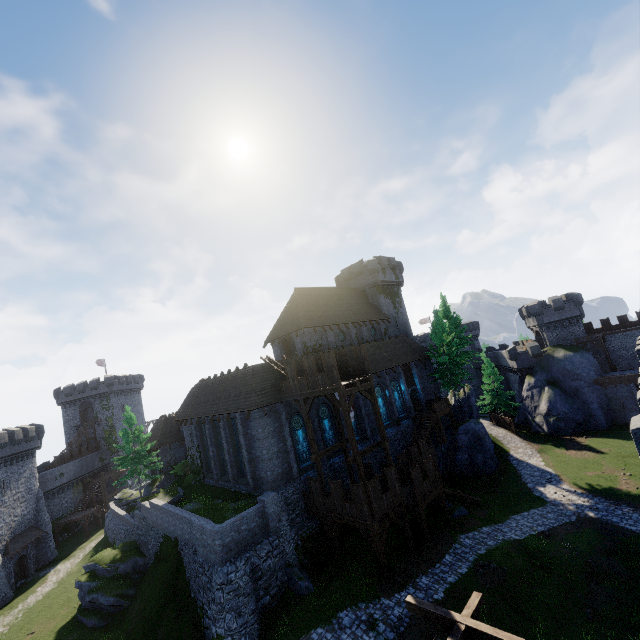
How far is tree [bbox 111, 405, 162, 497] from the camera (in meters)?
32.75

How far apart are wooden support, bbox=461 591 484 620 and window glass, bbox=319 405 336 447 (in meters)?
17.21

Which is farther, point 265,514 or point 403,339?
point 403,339

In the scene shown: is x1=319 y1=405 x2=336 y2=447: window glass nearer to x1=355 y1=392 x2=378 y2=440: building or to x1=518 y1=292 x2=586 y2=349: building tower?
x1=355 y1=392 x2=378 y2=440: building

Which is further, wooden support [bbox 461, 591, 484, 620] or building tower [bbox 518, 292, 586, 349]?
building tower [bbox 518, 292, 586, 349]

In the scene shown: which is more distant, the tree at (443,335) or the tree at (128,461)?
the tree at (443,335)

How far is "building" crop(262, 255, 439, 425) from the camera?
33.2m

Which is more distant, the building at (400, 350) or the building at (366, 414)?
the building at (400, 350)
